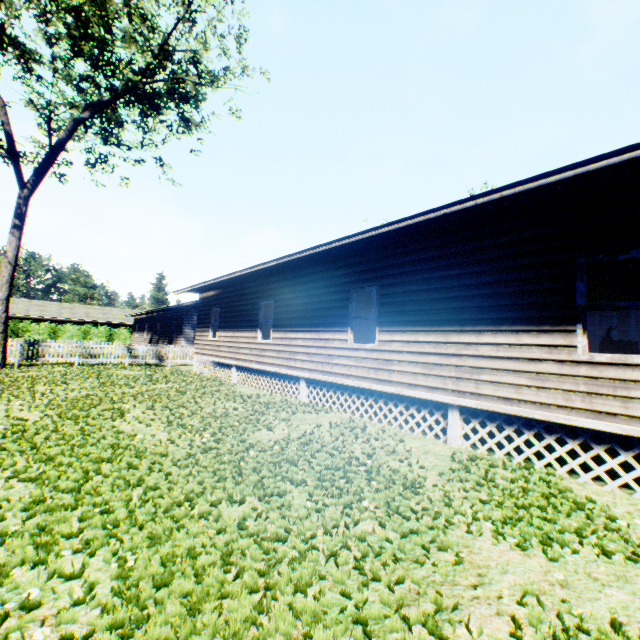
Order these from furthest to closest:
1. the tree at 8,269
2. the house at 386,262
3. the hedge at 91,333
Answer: the hedge at 91,333 < the tree at 8,269 < the house at 386,262

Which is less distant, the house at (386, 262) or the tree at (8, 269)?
the house at (386, 262)

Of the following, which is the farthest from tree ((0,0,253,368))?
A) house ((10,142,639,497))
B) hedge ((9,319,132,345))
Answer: hedge ((9,319,132,345))

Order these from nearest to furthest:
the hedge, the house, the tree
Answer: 1. the house
2. the tree
3. the hedge

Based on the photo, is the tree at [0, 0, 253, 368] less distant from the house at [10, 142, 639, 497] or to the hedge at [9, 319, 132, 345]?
the house at [10, 142, 639, 497]

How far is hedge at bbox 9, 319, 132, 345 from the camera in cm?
3556

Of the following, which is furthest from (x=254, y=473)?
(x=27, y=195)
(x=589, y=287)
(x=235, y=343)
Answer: (x=27, y=195)
